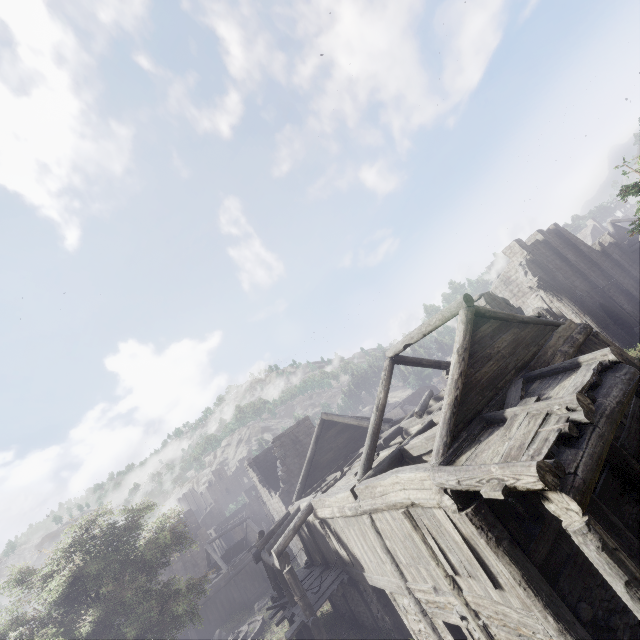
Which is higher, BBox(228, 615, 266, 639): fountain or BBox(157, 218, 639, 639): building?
BBox(157, 218, 639, 639): building

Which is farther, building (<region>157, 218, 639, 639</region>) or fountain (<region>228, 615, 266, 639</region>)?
fountain (<region>228, 615, 266, 639</region>)

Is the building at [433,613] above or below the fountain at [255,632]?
above

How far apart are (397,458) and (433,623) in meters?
4.4

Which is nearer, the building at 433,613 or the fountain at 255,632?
the building at 433,613
